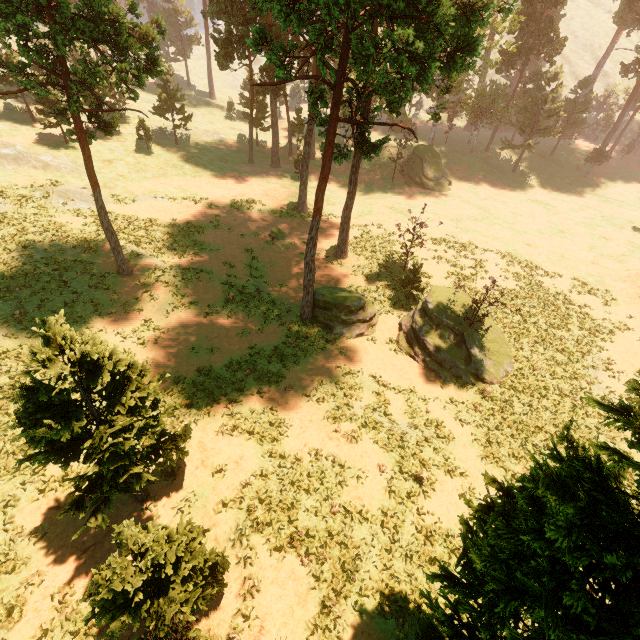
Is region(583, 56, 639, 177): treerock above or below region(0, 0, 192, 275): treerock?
below

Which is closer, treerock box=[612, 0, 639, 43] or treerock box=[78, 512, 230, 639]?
treerock box=[78, 512, 230, 639]

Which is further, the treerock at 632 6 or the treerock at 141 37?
the treerock at 632 6

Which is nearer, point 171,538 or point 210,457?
point 171,538

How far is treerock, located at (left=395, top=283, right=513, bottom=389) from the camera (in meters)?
20.64

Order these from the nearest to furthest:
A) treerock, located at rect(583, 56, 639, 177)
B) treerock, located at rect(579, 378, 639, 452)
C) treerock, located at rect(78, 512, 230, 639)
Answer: treerock, located at rect(579, 378, 639, 452)
treerock, located at rect(78, 512, 230, 639)
treerock, located at rect(583, 56, 639, 177)
